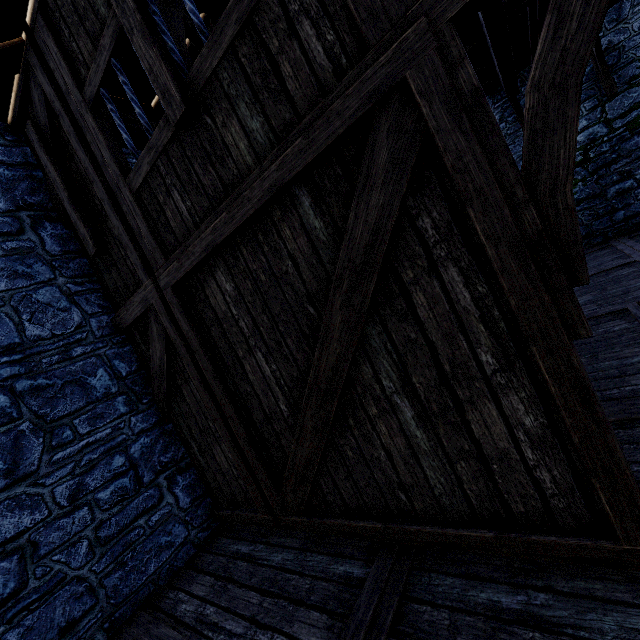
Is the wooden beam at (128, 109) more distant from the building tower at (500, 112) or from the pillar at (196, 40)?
the pillar at (196, 40)

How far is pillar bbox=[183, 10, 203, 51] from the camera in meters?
3.2

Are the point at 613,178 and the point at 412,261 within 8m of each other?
no

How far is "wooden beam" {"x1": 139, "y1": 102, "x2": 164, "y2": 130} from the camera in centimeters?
473cm

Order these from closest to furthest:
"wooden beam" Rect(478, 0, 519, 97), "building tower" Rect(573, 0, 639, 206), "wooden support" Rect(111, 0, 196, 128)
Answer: "wooden support" Rect(111, 0, 196, 128) < "wooden beam" Rect(478, 0, 519, 97) < "building tower" Rect(573, 0, 639, 206)

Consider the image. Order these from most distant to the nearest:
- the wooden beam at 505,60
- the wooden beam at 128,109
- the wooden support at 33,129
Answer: the wooden beam at 505,60
the wooden beam at 128,109
the wooden support at 33,129

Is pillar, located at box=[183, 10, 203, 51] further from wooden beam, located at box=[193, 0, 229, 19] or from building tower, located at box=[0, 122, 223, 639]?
building tower, located at box=[0, 122, 223, 639]
